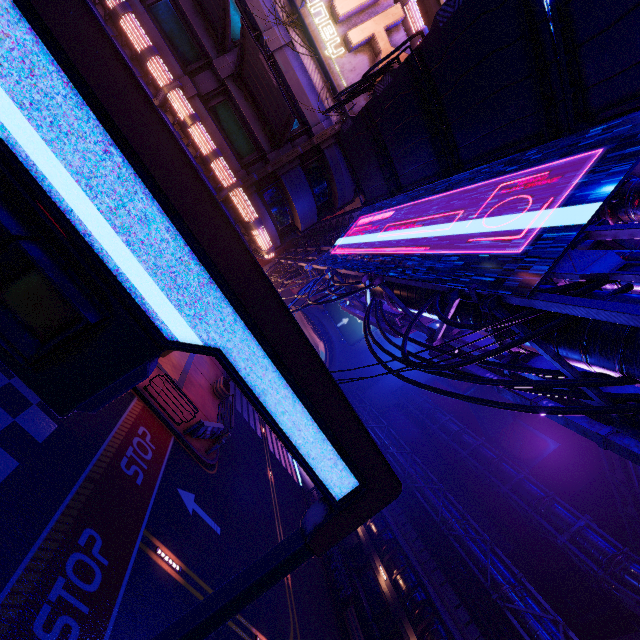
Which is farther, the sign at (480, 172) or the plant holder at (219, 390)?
the plant holder at (219, 390)

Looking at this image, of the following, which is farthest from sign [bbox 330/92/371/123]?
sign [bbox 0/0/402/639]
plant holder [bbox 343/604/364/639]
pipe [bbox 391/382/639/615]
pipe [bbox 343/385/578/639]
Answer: plant holder [bbox 343/604/364/639]

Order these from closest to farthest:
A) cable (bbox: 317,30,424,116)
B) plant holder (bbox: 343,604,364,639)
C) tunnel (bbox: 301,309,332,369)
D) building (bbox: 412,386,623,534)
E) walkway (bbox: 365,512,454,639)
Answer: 1. cable (bbox: 317,30,424,116)
2. plant holder (bbox: 343,604,364,639)
3. walkway (bbox: 365,512,454,639)
4. building (bbox: 412,386,623,534)
5. tunnel (bbox: 301,309,332,369)

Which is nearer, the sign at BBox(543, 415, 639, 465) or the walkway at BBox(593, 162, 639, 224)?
the sign at BBox(543, 415, 639, 465)

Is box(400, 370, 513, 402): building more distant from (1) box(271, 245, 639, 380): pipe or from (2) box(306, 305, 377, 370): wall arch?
(1) box(271, 245, 639, 380): pipe

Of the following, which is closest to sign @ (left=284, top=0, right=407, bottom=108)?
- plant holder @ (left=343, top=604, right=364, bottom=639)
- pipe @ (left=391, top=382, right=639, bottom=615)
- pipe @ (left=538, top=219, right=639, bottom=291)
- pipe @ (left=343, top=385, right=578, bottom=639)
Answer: pipe @ (left=391, top=382, right=639, bottom=615)

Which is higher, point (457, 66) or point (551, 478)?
point (551, 478)

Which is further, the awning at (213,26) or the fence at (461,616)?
the fence at (461,616)
